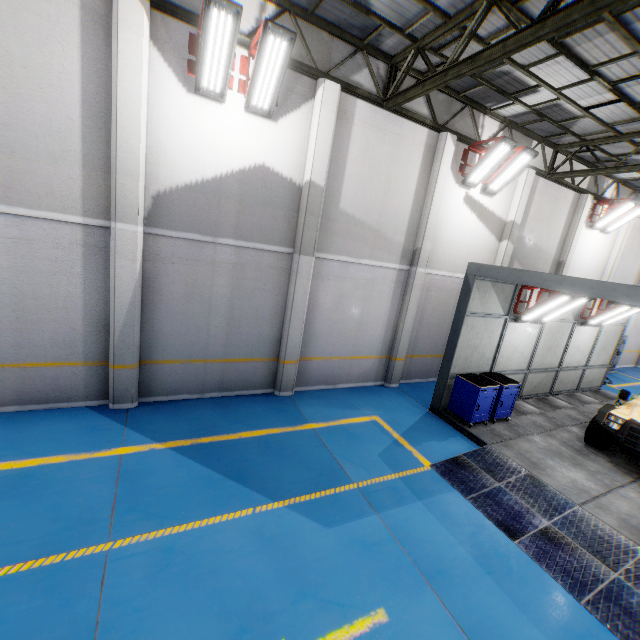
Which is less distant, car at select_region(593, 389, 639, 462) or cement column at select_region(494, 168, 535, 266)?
car at select_region(593, 389, 639, 462)

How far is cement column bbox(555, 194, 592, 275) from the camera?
13.0m

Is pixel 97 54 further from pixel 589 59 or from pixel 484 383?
pixel 484 383

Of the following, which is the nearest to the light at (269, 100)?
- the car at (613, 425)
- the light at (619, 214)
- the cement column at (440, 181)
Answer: the cement column at (440, 181)

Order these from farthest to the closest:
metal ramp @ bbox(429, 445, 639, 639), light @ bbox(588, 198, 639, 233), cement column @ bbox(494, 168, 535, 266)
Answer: light @ bbox(588, 198, 639, 233), cement column @ bbox(494, 168, 535, 266), metal ramp @ bbox(429, 445, 639, 639)

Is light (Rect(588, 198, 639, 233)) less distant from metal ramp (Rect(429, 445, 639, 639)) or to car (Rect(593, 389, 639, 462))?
car (Rect(593, 389, 639, 462))

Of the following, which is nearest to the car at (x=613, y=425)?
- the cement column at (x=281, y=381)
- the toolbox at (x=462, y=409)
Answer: the toolbox at (x=462, y=409)

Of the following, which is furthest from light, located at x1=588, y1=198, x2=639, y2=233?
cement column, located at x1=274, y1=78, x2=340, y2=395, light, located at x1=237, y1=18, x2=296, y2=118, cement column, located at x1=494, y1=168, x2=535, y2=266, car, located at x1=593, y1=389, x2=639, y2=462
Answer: light, located at x1=237, y1=18, x2=296, y2=118
